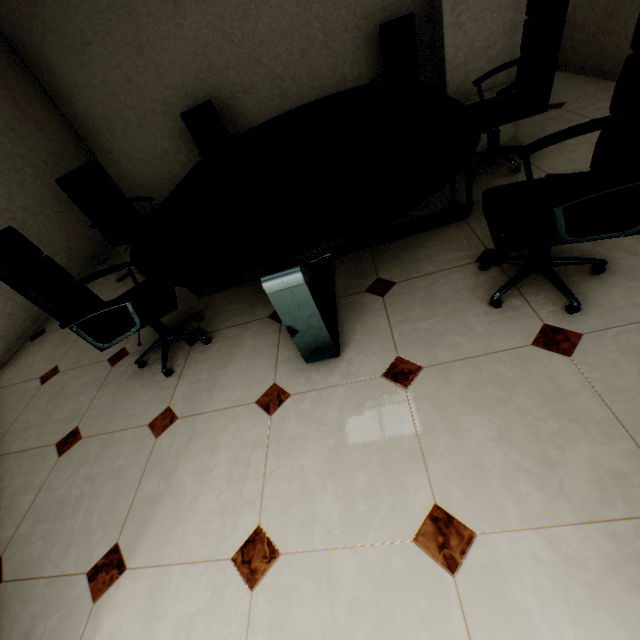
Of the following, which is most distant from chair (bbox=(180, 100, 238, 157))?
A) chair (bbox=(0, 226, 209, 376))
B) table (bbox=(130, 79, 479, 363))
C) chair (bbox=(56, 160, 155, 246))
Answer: chair (bbox=(0, 226, 209, 376))

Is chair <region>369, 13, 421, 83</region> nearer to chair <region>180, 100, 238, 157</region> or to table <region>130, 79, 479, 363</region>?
table <region>130, 79, 479, 363</region>

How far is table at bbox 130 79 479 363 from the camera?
1.5m

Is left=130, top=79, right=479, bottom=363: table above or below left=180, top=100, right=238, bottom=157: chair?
below

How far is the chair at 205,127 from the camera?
4.2m

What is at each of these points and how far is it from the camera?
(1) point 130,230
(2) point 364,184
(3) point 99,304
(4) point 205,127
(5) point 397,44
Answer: (1) chair, 3.5 meters
(2) table, 1.7 meters
(3) chair, 1.9 meters
(4) chair, 4.3 meters
(5) chair, 3.9 meters

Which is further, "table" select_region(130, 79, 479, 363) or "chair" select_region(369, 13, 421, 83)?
"chair" select_region(369, 13, 421, 83)

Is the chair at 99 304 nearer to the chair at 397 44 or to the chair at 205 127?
the chair at 205 127
